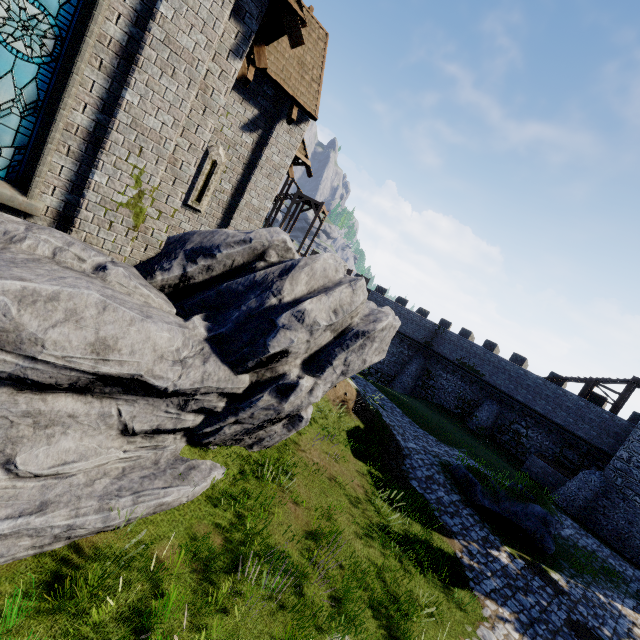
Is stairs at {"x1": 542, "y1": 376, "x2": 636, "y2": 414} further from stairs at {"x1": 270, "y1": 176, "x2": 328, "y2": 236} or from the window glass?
the window glass

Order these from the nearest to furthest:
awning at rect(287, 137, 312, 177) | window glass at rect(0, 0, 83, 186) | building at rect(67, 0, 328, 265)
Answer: window glass at rect(0, 0, 83, 186)
building at rect(67, 0, 328, 265)
awning at rect(287, 137, 312, 177)

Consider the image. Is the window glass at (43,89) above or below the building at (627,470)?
above

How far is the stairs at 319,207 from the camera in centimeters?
3394cm

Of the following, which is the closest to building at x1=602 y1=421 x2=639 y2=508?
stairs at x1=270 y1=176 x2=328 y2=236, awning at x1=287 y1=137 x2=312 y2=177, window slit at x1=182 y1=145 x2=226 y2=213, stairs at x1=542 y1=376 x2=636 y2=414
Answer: stairs at x1=542 y1=376 x2=636 y2=414

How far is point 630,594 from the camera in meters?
13.9 m

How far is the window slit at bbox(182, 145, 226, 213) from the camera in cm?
927

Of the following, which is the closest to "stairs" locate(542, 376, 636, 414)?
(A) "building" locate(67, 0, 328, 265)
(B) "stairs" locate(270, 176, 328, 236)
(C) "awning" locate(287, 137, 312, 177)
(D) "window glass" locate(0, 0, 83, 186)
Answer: (B) "stairs" locate(270, 176, 328, 236)
